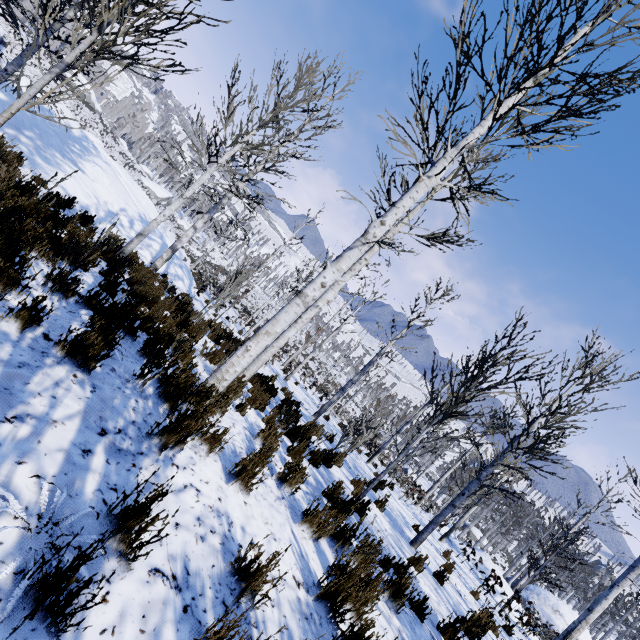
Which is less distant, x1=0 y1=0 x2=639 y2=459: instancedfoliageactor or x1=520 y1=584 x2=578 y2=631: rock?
x1=0 y1=0 x2=639 y2=459: instancedfoliageactor

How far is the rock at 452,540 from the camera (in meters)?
18.33

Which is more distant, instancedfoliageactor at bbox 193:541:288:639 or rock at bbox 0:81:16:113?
rock at bbox 0:81:16:113

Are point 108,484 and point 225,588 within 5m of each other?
yes

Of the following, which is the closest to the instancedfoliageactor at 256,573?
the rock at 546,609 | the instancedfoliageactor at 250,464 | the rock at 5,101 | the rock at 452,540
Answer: the instancedfoliageactor at 250,464

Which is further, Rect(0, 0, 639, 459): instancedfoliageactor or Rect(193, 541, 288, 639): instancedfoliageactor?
Rect(0, 0, 639, 459): instancedfoliageactor

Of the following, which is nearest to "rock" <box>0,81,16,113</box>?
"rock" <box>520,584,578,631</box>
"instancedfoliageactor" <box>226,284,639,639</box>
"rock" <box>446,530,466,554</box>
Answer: "instancedfoliageactor" <box>226,284,639,639</box>

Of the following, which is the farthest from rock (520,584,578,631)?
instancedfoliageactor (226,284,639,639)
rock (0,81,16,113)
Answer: rock (0,81,16,113)
